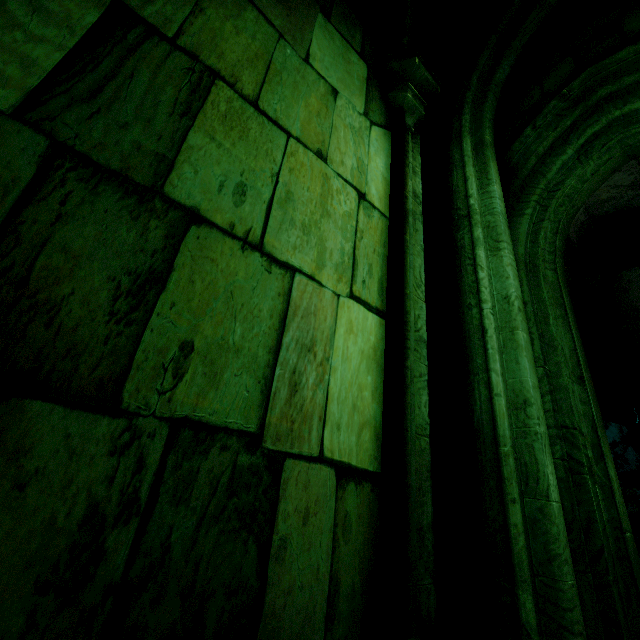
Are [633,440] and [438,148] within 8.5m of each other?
no

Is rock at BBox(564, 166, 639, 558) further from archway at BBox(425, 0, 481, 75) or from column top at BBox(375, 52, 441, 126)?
column top at BBox(375, 52, 441, 126)

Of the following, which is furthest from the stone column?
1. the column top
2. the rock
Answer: the rock

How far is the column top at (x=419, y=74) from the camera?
2.37m

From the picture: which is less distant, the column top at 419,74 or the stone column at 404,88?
the stone column at 404,88

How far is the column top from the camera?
2.4 meters

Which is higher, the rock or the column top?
the rock

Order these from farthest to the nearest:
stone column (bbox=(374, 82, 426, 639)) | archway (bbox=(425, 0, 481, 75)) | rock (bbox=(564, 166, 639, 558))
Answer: rock (bbox=(564, 166, 639, 558))
archway (bbox=(425, 0, 481, 75))
stone column (bbox=(374, 82, 426, 639))
